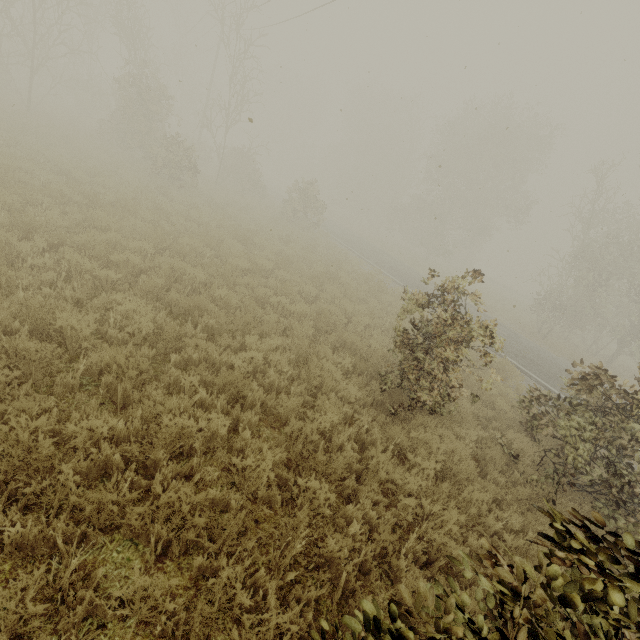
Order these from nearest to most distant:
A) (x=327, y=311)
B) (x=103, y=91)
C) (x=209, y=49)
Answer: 1. (x=327, y=311)
2. (x=103, y=91)
3. (x=209, y=49)
